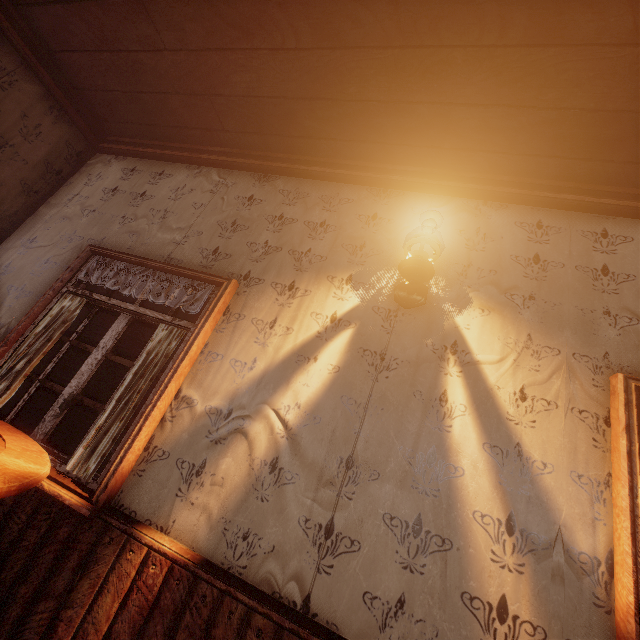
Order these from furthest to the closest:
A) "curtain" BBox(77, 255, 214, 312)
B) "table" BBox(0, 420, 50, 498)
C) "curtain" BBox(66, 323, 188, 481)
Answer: "curtain" BBox(77, 255, 214, 312), "curtain" BBox(66, 323, 188, 481), "table" BBox(0, 420, 50, 498)

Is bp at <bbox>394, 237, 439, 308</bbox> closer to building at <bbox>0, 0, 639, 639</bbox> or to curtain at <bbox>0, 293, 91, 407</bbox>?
building at <bbox>0, 0, 639, 639</bbox>

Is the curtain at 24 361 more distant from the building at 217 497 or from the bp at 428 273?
the bp at 428 273

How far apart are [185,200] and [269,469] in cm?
263

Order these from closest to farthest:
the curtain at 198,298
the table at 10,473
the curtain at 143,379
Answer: the table at 10,473 < the curtain at 143,379 < the curtain at 198,298

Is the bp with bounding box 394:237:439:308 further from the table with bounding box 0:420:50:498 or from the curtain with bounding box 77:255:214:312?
the table with bounding box 0:420:50:498

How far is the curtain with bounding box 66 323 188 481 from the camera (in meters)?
1.92
